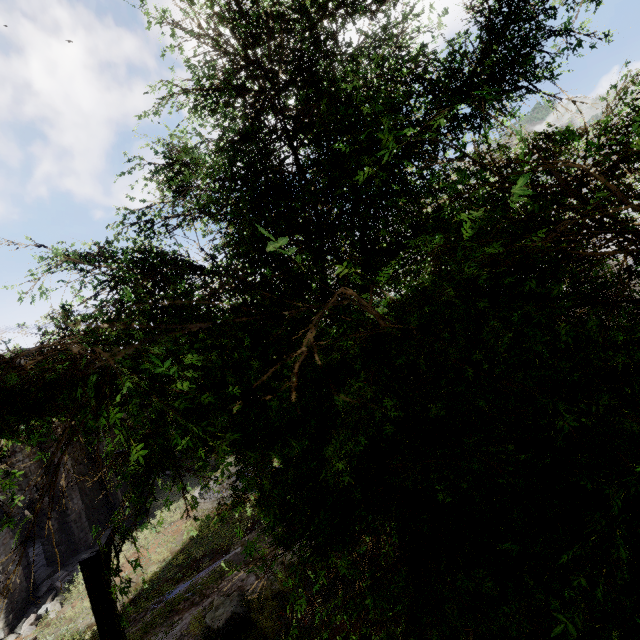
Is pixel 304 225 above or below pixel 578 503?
above

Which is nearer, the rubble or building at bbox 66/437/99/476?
the rubble

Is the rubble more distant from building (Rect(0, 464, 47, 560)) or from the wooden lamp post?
the wooden lamp post

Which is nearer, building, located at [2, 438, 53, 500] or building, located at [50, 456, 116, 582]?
building, located at [2, 438, 53, 500]

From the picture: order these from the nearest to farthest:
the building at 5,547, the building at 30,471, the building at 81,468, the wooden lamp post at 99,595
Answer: the wooden lamp post at 99,595, the building at 5,547, the building at 30,471, the building at 81,468

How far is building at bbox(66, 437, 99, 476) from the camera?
20.2m

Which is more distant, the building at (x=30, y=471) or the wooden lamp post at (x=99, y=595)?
the building at (x=30, y=471)
